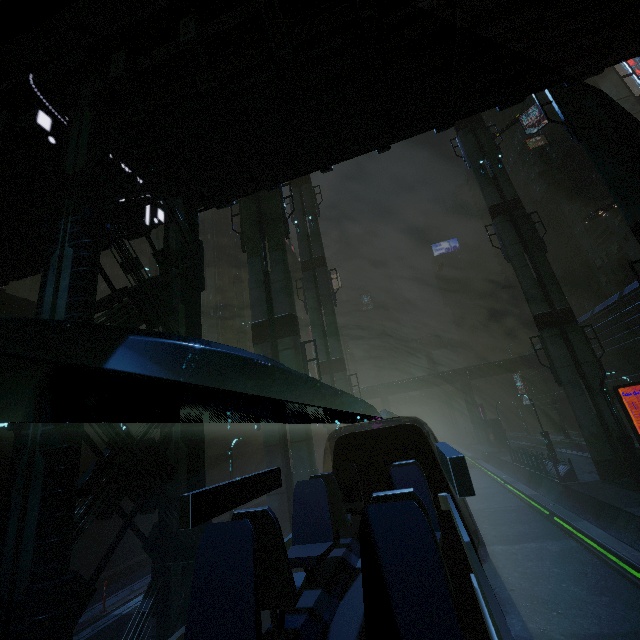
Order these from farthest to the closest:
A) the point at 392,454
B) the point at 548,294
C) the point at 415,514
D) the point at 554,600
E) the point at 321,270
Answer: the point at 321,270 < the point at 548,294 < the point at 554,600 < the point at 392,454 < the point at 415,514

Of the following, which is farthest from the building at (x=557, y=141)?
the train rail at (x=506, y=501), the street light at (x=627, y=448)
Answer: the street light at (x=627, y=448)

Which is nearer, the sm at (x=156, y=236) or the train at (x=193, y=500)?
the train at (x=193, y=500)

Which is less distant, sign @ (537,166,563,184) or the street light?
the street light

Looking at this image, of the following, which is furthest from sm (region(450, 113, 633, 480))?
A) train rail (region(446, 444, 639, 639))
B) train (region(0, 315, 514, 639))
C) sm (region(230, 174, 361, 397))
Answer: sm (region(230, 174, 361, 397))

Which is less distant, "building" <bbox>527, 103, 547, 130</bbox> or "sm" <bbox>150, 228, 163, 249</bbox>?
"sm" <bbox>150, 228, 163, 249</bbox>

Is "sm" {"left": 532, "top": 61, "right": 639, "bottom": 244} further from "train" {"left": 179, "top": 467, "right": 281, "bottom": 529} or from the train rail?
"train" {"left": 179, "top": 467, "right": 281, "bottom": 529}

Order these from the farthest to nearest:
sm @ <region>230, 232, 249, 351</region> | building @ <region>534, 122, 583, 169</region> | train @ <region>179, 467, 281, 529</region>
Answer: building @ <region>534, 122, 583, 169</region>, sm @ <region>230, 232, 249, 351</region>, train @ <region>179, 467, 281, 529</region>
